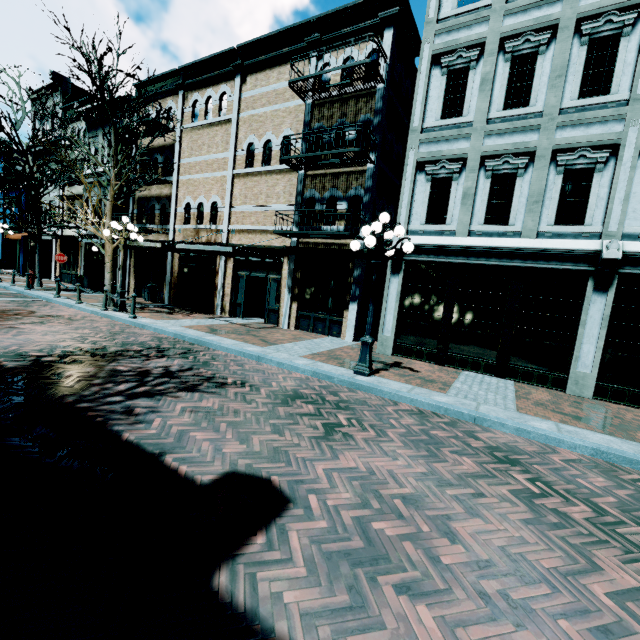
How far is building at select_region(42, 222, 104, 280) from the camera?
21.0 meters

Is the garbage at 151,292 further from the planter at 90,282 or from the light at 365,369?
the light at 365,369

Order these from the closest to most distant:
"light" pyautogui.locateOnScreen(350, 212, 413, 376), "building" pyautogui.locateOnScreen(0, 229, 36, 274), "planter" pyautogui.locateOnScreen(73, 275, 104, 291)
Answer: "light" pyautogui.locateOnScreen(350, 212, 413, 376) < "planter" pyautogui.locateOnScreen(73, 275, 104, 291) < "building" pyautogui.locateOnScreen(0, 229, 36, 274)

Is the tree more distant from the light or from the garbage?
the light

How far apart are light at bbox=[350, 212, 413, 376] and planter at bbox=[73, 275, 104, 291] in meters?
19.0 m

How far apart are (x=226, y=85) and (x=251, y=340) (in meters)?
12.71

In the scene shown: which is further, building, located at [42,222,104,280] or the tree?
building, located at [42,222,104,280]

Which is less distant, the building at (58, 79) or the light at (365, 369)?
the light at (365, 369)
